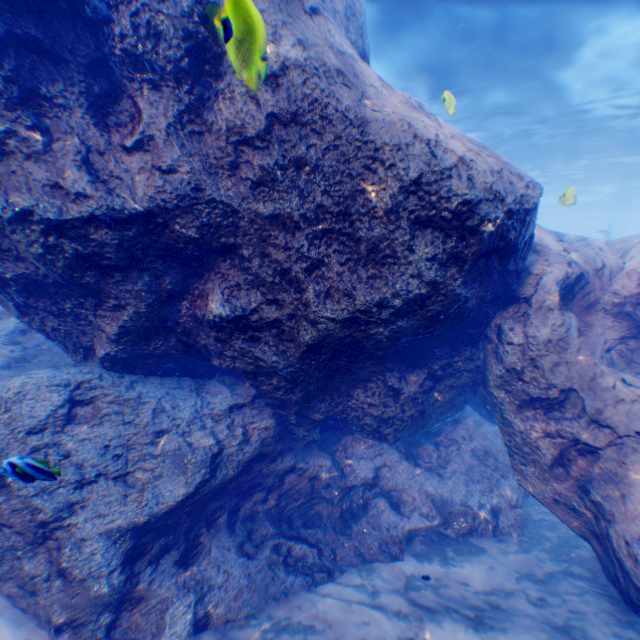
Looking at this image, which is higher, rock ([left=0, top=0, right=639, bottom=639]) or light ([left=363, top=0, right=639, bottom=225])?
light ([left=363, top=0, right=639, bottom=225])

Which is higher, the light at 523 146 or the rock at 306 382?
the light at 523 146

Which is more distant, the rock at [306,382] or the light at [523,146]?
the light at [523,146]

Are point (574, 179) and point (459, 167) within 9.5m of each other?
no

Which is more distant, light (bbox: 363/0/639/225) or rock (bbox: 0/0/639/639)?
light (bbox: 363/0/639/225)
